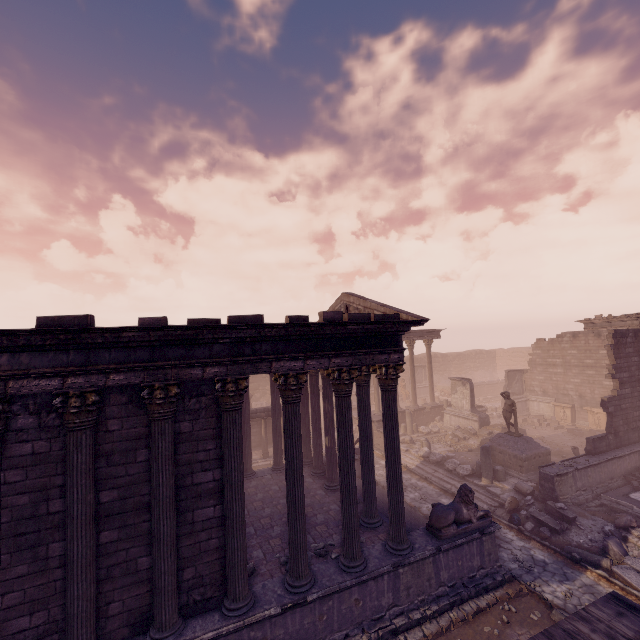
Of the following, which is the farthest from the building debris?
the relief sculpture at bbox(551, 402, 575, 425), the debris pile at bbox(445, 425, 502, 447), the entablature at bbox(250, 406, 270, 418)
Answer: the relief sculpture at bbox(551, 402, 575, 425)

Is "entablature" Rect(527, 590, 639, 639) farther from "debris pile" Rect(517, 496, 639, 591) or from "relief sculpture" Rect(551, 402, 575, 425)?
"relief sculpture" Rect(551, 402, 575, 425)

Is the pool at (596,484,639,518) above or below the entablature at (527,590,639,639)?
below

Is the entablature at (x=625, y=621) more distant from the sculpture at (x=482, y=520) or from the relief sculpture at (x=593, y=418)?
the relief sculpture at (x=593, y=418)

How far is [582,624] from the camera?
4.19m

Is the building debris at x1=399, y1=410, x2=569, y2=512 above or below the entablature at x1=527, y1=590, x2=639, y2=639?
below

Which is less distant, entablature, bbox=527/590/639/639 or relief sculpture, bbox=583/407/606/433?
entablature, bbox=527/590/639/639

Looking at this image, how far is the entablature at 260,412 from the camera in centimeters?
1962cm
